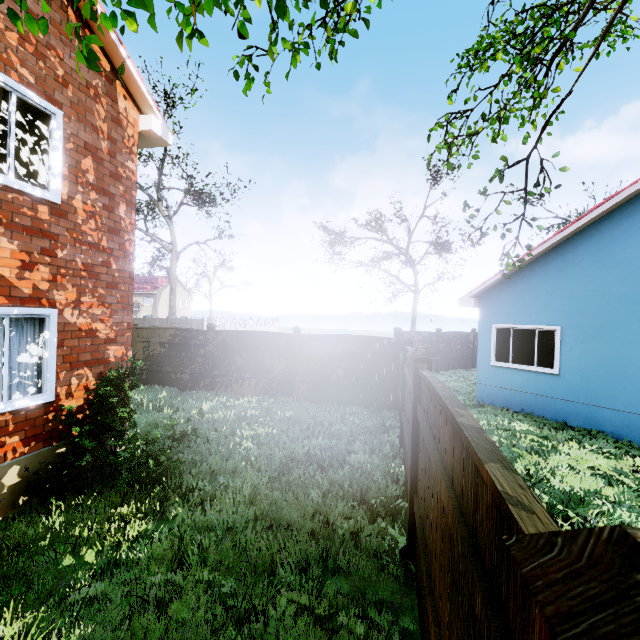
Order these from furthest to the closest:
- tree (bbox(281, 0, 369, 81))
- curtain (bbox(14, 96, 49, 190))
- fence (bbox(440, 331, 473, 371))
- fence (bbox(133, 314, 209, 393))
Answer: fence (bbox(440, 331, 473, 371))
fence (bbox(133, 314, 209, 393))
curtain (bbox(14, 96, 49, 190))
tree (bbox(281, 0, 369, 81))

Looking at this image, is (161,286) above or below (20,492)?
above

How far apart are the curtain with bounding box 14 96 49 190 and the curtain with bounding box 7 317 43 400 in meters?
1.8 m

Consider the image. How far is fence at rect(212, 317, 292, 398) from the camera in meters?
10.7

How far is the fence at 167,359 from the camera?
11.3m

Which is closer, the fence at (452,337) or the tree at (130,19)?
the tree at (130,19)

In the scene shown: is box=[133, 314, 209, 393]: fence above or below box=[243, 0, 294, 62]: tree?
below

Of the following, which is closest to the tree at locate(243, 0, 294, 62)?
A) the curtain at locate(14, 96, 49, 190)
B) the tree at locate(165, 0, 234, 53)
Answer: the tree at locate(165, 0, 234, 53)
